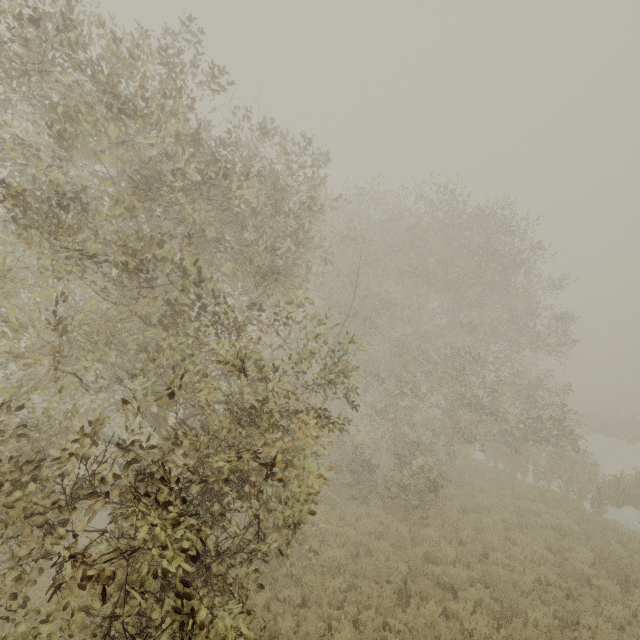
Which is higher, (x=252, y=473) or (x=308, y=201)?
(x=308, y=201)
